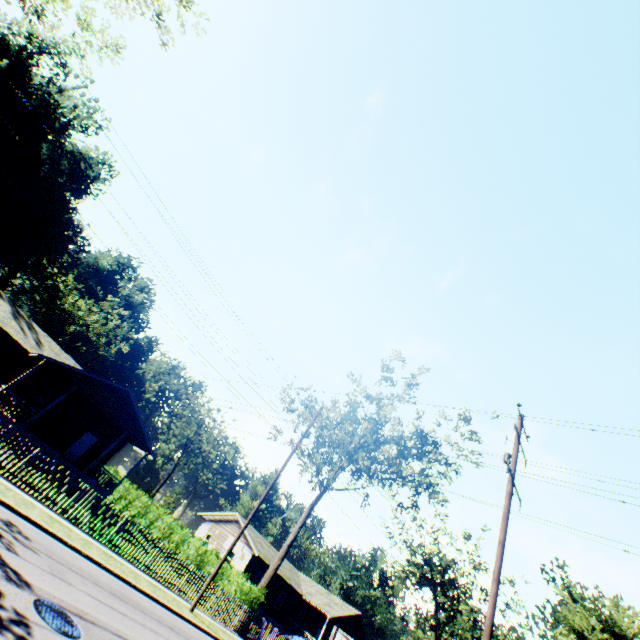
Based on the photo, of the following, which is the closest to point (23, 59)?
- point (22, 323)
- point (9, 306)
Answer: point (9, 306)

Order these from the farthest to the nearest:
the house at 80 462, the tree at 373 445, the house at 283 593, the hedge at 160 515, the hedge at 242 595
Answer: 1. the house at 283 593
2. the tree at 373 445
3. the hedge at 160 515
4. the house at 80 462
5. the hedge at 242 595

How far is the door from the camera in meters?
25.8 m

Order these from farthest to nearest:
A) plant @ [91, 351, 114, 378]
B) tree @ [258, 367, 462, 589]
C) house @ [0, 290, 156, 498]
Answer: plant @ [91, 351, 114, 378] → tree @ [258, 367, 462, 589] → house @ [0, 290, 156, 498]

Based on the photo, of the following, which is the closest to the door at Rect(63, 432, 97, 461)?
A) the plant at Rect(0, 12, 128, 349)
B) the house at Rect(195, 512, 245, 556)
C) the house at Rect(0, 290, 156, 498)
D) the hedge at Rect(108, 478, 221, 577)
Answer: the house at Rect(0, 290, 156, 498)

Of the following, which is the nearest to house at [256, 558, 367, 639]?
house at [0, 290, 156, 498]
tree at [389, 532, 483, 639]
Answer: tree at [389, 532, 483, 639]

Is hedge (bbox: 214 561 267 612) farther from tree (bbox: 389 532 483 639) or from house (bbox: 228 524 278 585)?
tree (bbox: 389 532 483 639)

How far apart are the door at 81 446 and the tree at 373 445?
17.38m
